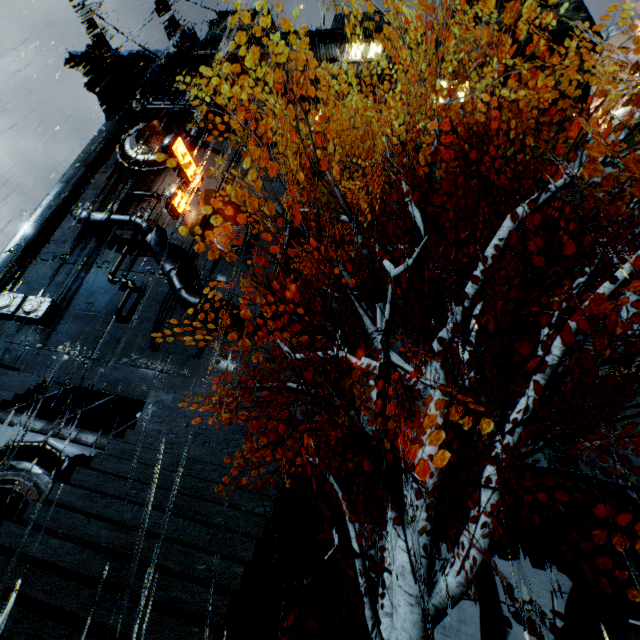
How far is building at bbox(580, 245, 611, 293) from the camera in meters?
16.9 m

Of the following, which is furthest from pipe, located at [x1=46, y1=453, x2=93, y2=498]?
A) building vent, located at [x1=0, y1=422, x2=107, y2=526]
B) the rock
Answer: the rock

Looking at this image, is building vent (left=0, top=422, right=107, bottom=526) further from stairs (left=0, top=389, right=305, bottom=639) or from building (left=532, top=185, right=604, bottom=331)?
building (left=532, top=185, right=604, bottom=331)

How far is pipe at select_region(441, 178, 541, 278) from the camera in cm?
1642

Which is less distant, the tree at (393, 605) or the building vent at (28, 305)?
the tree at (393, 605)

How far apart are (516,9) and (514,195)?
45.9m

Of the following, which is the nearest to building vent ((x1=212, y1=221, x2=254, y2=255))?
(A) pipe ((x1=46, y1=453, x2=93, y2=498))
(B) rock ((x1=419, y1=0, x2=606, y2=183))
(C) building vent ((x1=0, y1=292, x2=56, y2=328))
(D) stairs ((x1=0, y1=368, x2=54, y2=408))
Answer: (C) building vent ((x1=0, y1=292, x2=56, y2=328))

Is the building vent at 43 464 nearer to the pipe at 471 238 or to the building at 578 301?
the building at 578 301
